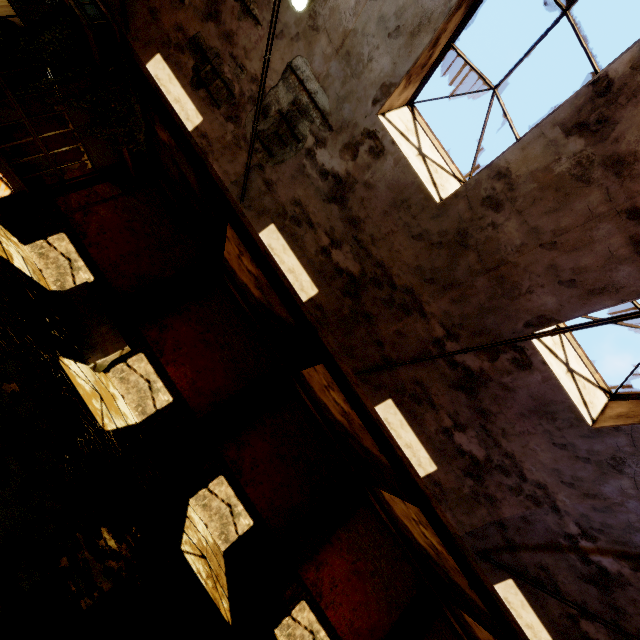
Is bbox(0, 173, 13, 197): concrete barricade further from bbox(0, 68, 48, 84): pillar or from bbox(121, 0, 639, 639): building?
bbox(0, 68, 48, 84): pillar

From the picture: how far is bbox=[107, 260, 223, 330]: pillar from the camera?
10.87m

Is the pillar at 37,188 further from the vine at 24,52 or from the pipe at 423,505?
the pipe at 423,505

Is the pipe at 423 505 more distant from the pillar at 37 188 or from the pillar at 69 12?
the pillar at 37 188

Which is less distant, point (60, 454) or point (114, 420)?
point (60, 454)

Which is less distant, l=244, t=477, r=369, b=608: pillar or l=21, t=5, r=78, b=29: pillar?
l=21, t=5, r=78, b=29: pillar

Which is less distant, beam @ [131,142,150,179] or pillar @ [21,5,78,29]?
pillar @ [21,5,78,29]

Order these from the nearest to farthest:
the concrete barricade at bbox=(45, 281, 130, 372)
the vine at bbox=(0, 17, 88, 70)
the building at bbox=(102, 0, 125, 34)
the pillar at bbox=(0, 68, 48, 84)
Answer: the vine at bbox=(0, 17, 88, 70), the building at bbox=(102, 0, 125, 34), the concrete barricade at bbox=(45, 281, 130, 372), the pillar at bbox=(0, 68, 48, 84)
